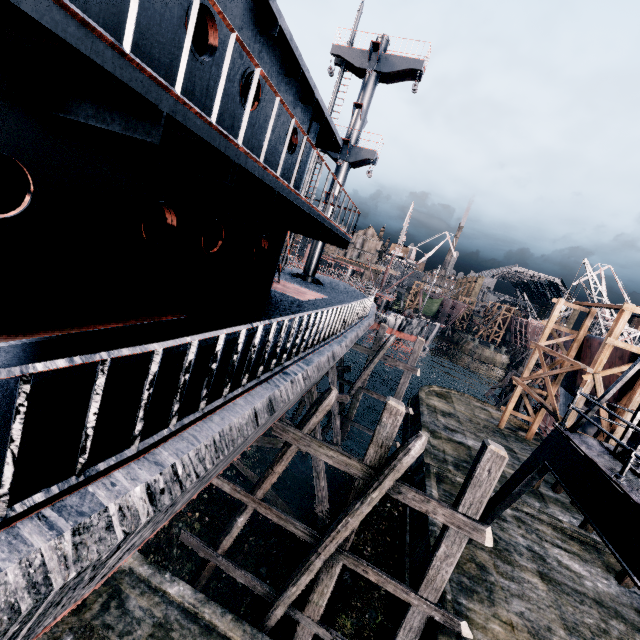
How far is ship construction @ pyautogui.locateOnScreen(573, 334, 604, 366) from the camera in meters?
21.8

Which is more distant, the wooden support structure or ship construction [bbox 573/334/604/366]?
the wooden support structure

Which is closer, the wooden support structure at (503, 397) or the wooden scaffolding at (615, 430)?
the wooden scaffolding at (615, 430)

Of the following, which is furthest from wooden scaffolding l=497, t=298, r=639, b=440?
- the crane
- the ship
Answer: the ship

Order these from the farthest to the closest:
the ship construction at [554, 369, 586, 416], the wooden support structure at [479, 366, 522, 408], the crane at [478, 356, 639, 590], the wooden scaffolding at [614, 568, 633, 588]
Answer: the wooden support structure at [479, 366, 522, 408] < the ship construction at [554, 369, 586, 416] < the wooden scaffolding at [614, 568, 633, 588] < the crane at [478, 356, 639, 590]

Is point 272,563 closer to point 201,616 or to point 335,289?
point 201,616

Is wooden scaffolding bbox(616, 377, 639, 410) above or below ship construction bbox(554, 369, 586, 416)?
above

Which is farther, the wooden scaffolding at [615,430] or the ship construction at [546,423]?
the ship construction at [546,423]
